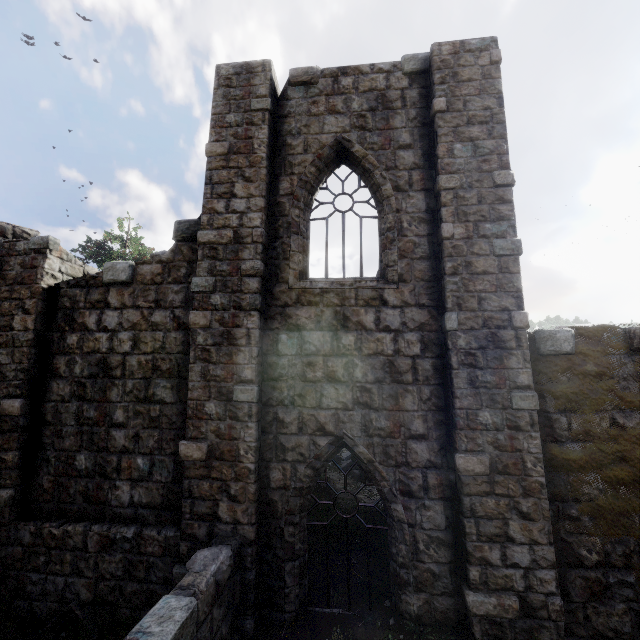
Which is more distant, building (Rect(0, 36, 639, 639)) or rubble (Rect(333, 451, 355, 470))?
rubble (Rect(333, 451, 355, 470))

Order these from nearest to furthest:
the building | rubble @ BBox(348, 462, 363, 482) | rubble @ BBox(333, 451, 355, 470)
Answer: the building, rubble @ BBox(348, 462, 363, 482), rubble @ BBox(333, 451, 355, 470)

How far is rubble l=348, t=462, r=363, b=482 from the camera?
11.0m

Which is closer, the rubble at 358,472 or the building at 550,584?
the building at 550,584

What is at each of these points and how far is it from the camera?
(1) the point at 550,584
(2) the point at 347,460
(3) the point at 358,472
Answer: (1) building, 4.79m
(2) rubble, 13.12m
(3) rubble, 11.12m

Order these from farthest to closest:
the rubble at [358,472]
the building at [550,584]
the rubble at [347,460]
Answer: the rubble at [347,460]
the rubble at [358,472]
the building at [550,584]
